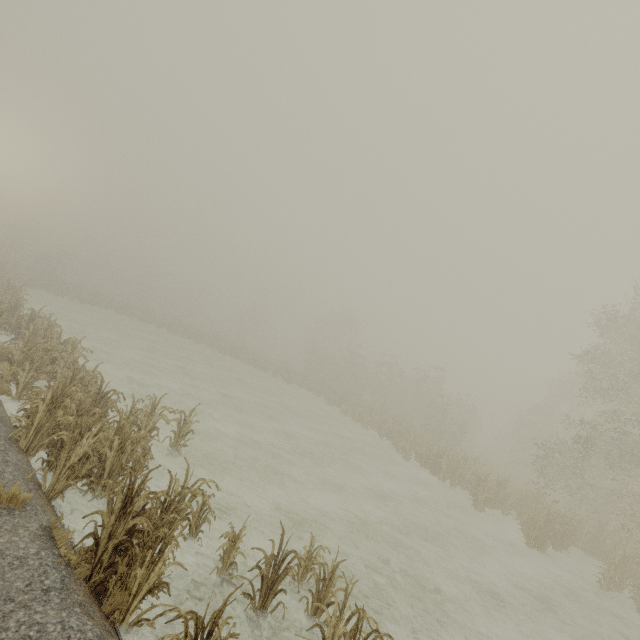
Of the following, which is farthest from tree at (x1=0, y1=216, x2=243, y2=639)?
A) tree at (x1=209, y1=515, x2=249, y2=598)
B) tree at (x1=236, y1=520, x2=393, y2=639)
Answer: tree at (x1=236, y1=520, x2=393, y2=639)

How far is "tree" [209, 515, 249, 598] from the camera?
5.4m

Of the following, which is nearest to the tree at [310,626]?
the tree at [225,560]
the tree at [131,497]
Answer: the tree at [225,560]

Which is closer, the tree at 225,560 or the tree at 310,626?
the tree at 310,626

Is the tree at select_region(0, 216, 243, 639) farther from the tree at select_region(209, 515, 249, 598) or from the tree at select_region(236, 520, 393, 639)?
the tree at select_region(236, 520, 393, 639)

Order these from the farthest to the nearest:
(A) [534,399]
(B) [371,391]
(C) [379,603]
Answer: (A) [534,399] < (B) [371,391] < (C) [379,603]

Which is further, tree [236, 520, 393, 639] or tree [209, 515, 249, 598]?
tree [209, 515, 249, 598]
